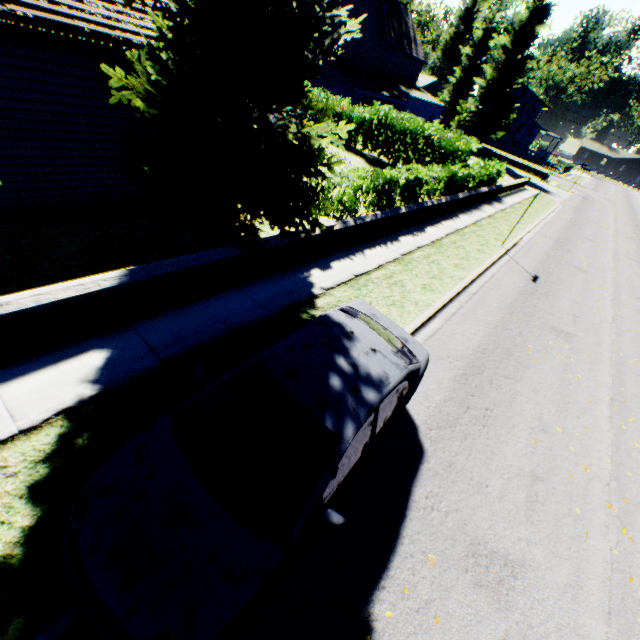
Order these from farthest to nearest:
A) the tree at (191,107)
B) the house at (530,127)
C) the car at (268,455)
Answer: the house at (530,127), the tree at (191,107), the car at (268,455)

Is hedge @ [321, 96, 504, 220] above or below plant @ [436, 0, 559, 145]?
below

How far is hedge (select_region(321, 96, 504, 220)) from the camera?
10.69m

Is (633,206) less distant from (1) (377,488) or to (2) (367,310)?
(2) (367,310)

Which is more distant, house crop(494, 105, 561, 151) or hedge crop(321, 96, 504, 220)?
house crop(494, 105, 561, 151)

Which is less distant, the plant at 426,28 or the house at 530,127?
the plant at 426,28

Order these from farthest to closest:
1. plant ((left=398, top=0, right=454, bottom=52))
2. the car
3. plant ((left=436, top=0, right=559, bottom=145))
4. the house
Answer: the house → plant ((left=398, top=0, right=454, bottom=52)) → plant ((left=436, top=0, right=559, bottom=145)) → the car

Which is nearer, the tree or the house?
the tree
